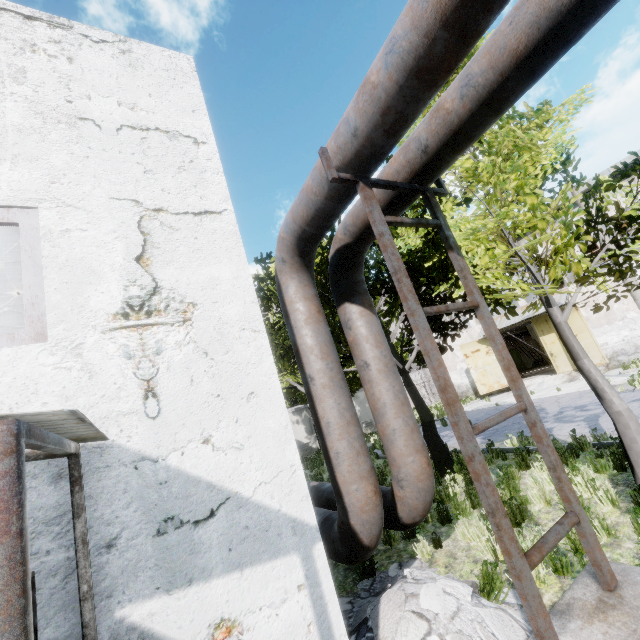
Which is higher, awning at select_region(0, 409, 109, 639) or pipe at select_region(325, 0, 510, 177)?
pipe at select_region(325, 0, 510, 177)

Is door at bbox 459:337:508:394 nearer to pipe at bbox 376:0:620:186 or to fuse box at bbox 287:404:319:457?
fuse box at bbox 287:404:319:457

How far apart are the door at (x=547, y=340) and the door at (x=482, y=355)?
2.7m

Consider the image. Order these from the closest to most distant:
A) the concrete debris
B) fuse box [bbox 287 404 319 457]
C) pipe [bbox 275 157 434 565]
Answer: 1. the concrete debris
2. pipe [bbox 275 157 434 565]
3. fuse box [bbox 287 404 319 457]

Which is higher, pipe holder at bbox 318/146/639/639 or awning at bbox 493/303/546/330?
awning at bbox 493/303/546/330

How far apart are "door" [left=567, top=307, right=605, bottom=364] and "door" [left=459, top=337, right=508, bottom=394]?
2.7m

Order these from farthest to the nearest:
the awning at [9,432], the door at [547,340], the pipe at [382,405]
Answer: the door at [547,340], the pipe at [382,405], the awning at [9,432]

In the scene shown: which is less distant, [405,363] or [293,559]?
[293,559]
